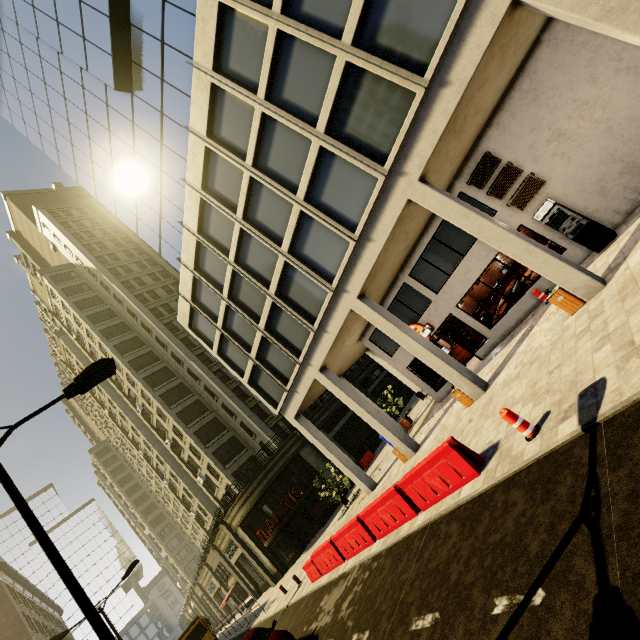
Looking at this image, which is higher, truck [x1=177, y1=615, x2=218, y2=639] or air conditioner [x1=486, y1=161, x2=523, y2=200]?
air conditioner [x1=486, y1=161, x2=523, y2=200]

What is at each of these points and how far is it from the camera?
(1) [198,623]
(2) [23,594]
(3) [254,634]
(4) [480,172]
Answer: (1) truck, 25.3 meters
(2) building, 33.3 meters
(3) car, 10.4 meters
(4) air conditioner, 12.9 meters

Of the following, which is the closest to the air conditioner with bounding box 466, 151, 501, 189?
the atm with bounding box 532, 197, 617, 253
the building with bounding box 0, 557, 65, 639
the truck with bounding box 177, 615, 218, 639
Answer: the atm with bounding box 532, 197, 617, 253

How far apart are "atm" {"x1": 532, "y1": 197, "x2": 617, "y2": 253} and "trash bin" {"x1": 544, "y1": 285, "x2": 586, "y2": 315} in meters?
3.1 m

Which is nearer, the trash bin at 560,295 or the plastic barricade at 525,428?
the plastic barricade at 525,428

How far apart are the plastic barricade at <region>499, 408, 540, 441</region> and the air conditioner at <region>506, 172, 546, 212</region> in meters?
9.3 m

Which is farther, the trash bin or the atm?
the atm

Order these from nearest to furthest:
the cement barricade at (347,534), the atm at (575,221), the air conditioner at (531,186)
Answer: the cement barricade at (347,534)
the atm at (575,221)
the air conditioner at (531,186)
